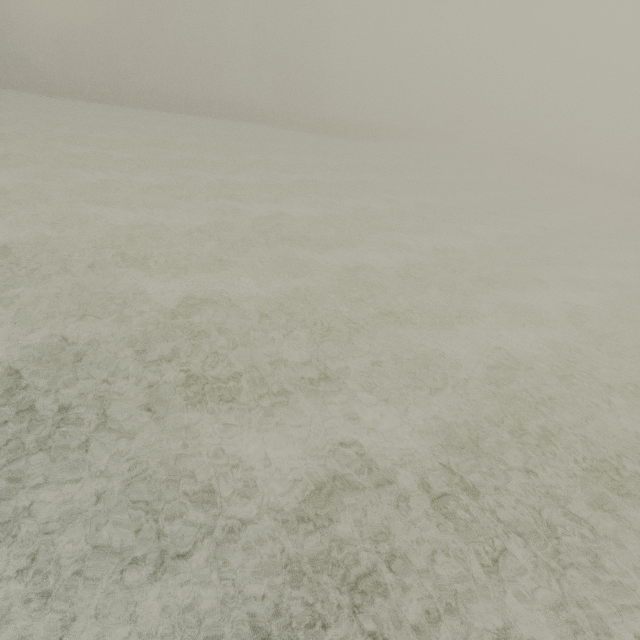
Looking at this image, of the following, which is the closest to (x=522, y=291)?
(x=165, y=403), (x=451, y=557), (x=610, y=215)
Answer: (x=451, y=557)
